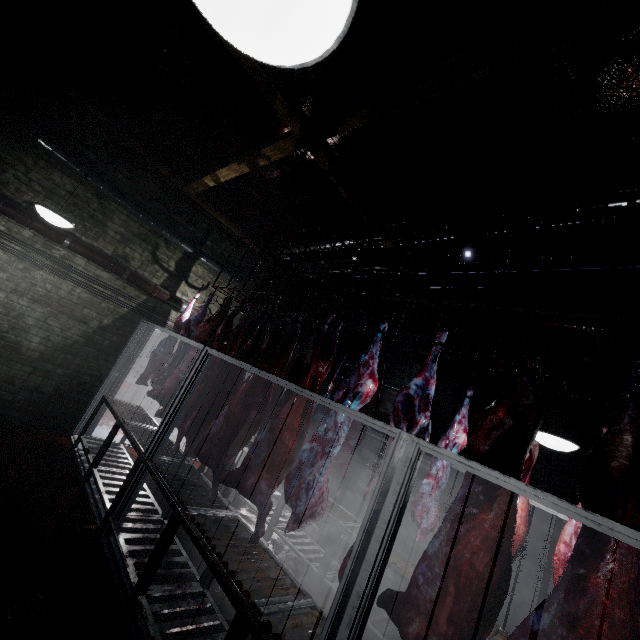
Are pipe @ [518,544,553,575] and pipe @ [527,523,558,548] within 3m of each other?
yes

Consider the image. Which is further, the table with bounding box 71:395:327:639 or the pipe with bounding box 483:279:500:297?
the pipe with bounding box 483:279:500:297

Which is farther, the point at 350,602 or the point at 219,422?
the point at 219,422

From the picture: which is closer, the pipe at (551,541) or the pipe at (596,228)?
the pipe at (596,228)

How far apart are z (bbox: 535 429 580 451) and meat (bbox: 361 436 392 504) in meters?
1.5 m

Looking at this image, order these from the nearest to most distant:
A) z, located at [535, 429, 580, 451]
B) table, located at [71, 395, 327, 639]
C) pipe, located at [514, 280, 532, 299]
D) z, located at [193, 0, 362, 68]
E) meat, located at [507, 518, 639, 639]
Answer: z, located at [193, 0, 362, 68], meat, located at [507, 518, 639, 639], table, located at [71, 395, 327, 639], z, located at [535, 429, 580, 451], pipe, located at [514, 280, 532, 299]

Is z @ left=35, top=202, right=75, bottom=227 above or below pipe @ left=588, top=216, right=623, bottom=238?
below

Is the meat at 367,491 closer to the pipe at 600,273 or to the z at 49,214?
the pipe at 600,273
